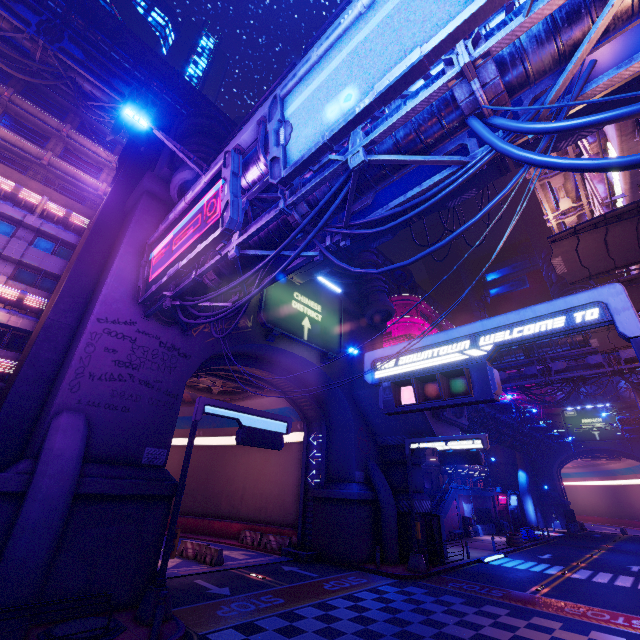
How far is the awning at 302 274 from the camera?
18.7m

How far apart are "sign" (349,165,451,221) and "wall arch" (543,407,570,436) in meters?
63.8

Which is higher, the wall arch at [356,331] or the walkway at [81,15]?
the walkway at [81,15]

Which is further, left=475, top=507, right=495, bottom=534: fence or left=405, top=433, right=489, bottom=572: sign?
left=475, top=507, right=495, bottom=534: fence

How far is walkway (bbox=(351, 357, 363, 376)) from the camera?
24.99m

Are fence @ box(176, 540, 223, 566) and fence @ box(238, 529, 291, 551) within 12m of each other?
yes

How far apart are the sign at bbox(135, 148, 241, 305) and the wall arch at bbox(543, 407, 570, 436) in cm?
6727

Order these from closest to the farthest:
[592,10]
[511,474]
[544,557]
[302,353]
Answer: [592,10]
[302,353]
[544,557]
[511,474]
